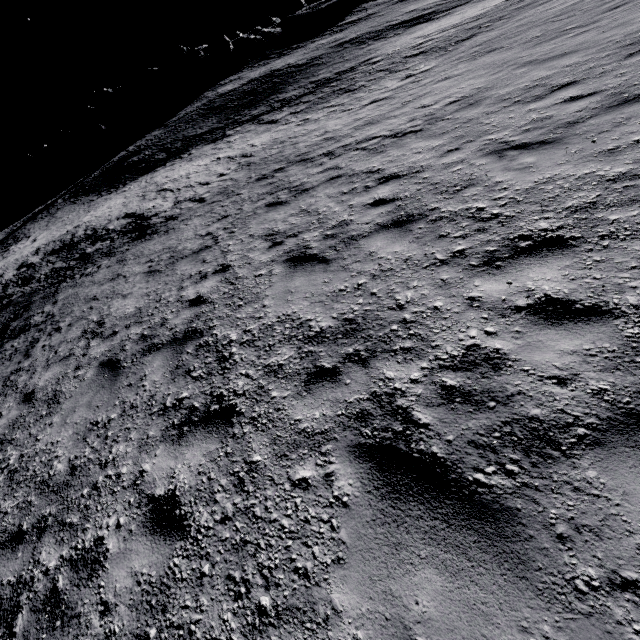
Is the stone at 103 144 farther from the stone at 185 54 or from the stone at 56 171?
the stone at 185 54

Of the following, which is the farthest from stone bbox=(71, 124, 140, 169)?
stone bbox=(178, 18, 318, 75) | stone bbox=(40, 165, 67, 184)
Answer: stone bbox=(178, 18, 318, 75)

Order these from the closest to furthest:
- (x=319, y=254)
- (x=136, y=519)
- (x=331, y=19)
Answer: (x=136, y=519), (x=319, y=254), (x=331, y=19)

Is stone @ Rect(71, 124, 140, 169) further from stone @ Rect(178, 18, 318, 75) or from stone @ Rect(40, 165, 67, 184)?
stone @ Rect(178, 18, 318, 75)
